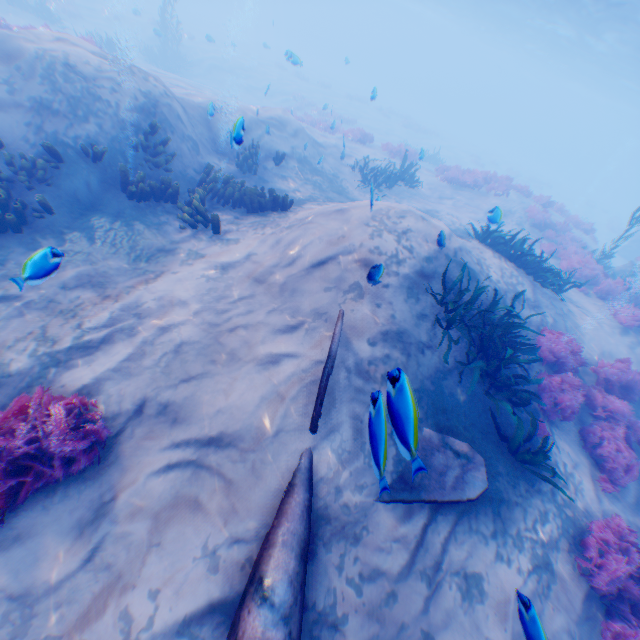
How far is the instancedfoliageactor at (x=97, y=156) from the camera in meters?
7.1 m

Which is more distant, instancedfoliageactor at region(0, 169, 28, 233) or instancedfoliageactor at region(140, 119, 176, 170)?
instancedfoliageactor at region(140, 119, 176, 170)

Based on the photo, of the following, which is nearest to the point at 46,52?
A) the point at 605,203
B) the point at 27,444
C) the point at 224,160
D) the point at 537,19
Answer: the point at 224,160

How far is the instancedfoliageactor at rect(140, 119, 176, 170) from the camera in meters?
8.0

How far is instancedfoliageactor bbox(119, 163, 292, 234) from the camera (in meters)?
7.55

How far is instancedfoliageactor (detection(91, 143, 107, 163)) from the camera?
7.15m

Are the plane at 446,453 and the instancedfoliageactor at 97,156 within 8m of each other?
no

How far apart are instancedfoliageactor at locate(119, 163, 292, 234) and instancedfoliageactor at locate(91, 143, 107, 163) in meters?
1.4 m
